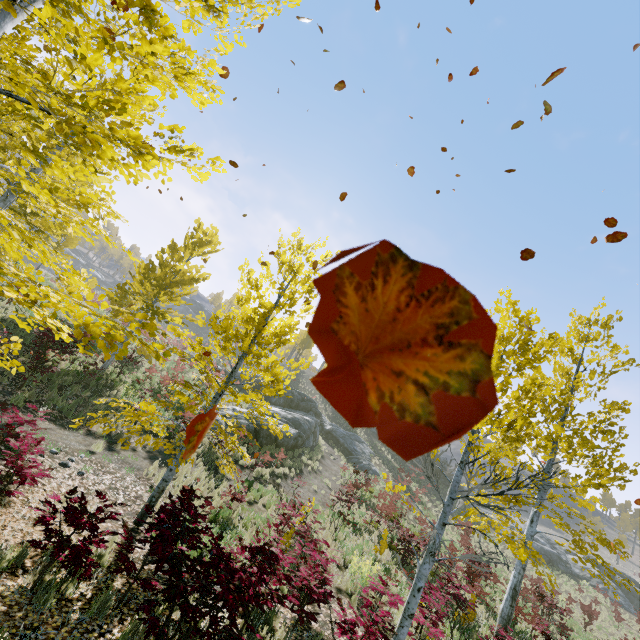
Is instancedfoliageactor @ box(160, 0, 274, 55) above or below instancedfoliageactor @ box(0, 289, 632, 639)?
above

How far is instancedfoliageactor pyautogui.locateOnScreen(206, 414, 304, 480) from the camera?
7.7 meters

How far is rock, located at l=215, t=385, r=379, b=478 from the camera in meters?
20.3 m

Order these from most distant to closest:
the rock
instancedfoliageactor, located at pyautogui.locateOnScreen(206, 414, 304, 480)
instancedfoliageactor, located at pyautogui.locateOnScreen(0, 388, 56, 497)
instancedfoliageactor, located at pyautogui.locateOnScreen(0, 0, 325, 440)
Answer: the rock
instancedfoliageactor, located at pyautogui.locateOnScreen(206, 414, 304, 480)
instancedfoliageactor, located at pyautogui.locateOnScreen(0, 388, 56, 497)
instancedfoliageactor, located at pyautogui.locateOnScreen(0, 0, 325, 440)

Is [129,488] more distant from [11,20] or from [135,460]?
[11,20]

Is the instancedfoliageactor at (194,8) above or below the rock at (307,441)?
above

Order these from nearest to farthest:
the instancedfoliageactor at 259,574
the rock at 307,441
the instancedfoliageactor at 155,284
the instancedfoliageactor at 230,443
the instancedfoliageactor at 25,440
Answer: the instancedfoliageactor at 155,284, the instancedfoliageactor at 259,574, the instancedfoliageactor at 25,440, the instancedfoliageactor at 230,443, the rock at 307,441

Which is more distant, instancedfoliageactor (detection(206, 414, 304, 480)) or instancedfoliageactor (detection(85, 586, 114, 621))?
instancedfoliageactor (detection(206, 414, 304, 480))
